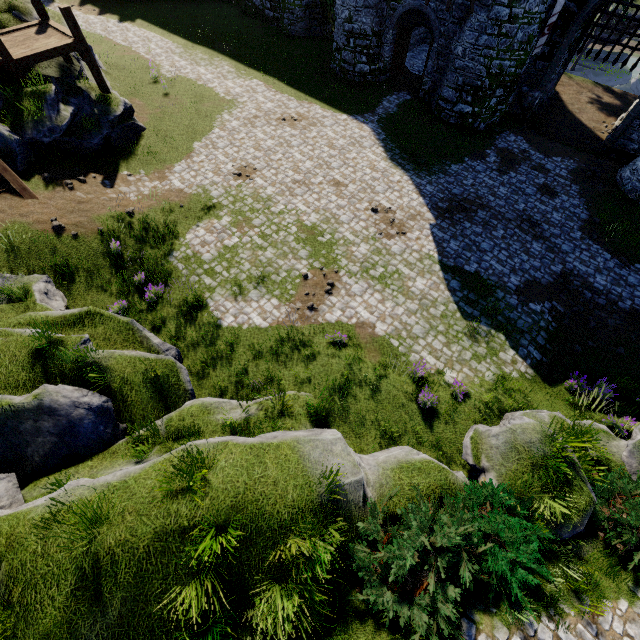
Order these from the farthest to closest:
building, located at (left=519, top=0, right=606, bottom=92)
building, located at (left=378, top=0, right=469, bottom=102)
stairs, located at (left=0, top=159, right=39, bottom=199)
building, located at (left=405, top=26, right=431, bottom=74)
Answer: building, located at (left=405, top=26, right=431, bottom=74) < building, located at (left=378, top=0, right=469, bottom=102) < building, located at (left=519, top=0, right=606, bottom=92) < stairs, located at (left=0, top=159, right=39, bottom=199)

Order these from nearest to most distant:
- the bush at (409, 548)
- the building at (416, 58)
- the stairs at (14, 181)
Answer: the bush at (409, 548) < the stairs at (14, 181) < the building at (416, 58)

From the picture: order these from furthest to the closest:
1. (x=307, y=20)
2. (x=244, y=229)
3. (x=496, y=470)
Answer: (x=307, y=20) < (x=244, y=229) < (x=496, y=470)

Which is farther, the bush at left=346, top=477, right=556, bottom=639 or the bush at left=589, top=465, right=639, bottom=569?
the bush at left=589, top=465, right=639, bottom=569

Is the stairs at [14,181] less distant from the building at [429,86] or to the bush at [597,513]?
the bush at [597,513]

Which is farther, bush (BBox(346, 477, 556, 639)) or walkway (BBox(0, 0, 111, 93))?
walkway (BBox(0, 0, 111, 93))

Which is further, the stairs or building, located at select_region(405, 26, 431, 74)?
building, located at select_region(405, 26, 431, 74)

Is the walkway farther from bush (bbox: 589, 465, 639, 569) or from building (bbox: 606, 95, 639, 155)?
bush (bbox: 589, 465, 639, 569)
